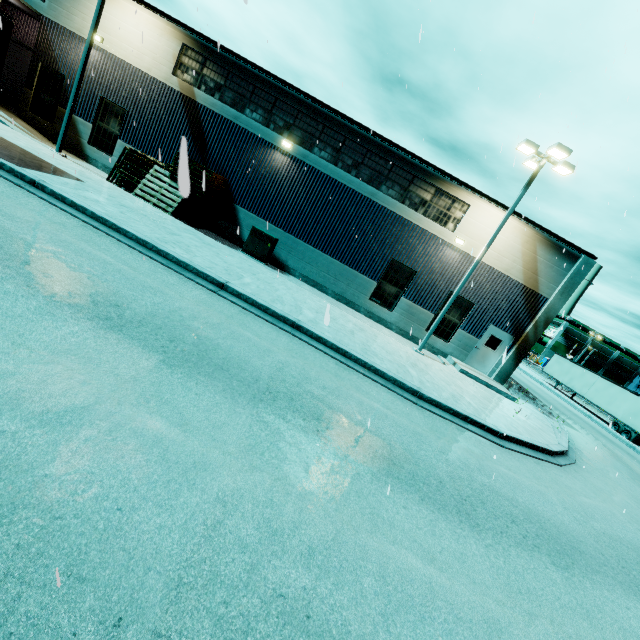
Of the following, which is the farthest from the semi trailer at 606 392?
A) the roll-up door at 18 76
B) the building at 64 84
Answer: the roll-up door at 18 76

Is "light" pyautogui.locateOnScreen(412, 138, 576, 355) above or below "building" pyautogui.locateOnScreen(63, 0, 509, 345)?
above

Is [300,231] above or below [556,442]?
above

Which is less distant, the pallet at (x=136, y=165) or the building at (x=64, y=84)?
the pallet at (x=136, y=165)

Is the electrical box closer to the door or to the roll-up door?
the door

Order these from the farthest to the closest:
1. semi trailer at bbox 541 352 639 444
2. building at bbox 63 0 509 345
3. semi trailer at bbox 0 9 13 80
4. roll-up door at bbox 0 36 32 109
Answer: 1. semi trailer at bbox 541 352 639 444
2. roll-up door at bbox 0 36 32 109
3. building at bbox 63 0 509 345
4. semi trailer at bbox 0 9 13 80

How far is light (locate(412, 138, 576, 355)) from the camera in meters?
12.7 m

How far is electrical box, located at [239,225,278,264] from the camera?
15.9 meters
